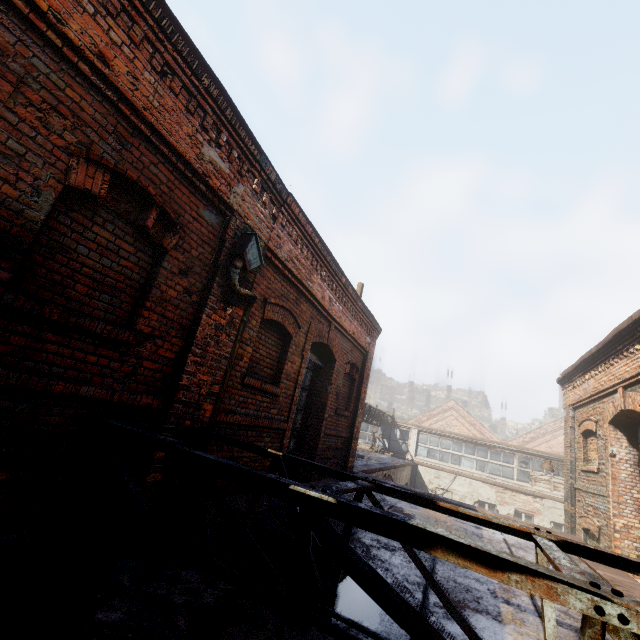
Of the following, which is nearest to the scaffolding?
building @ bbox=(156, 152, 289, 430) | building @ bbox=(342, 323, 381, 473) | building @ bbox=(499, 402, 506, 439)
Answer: building @ bbox=(156, 152, 289, 430)

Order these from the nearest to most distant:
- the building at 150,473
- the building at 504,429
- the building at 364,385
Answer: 1. the building at 150,473
2. the building at 364,385
3. the building at 504,429

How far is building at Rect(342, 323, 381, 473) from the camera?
9.1m

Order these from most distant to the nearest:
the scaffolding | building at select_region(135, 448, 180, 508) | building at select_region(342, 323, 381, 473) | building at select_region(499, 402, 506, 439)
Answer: building at select_region(499, 402, 506, 439)
building at select_region(342, 323, 381, 473)
building at select_region(135, 448, 180, 508)
the scaffolding

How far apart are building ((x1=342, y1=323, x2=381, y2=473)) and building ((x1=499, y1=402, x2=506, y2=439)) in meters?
60.3 m

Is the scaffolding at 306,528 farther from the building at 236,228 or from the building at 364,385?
the building at 364,385

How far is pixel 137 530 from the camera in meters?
2.7

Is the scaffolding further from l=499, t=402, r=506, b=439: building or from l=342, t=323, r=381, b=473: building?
l=499, t=402, r=506, b=439: building
